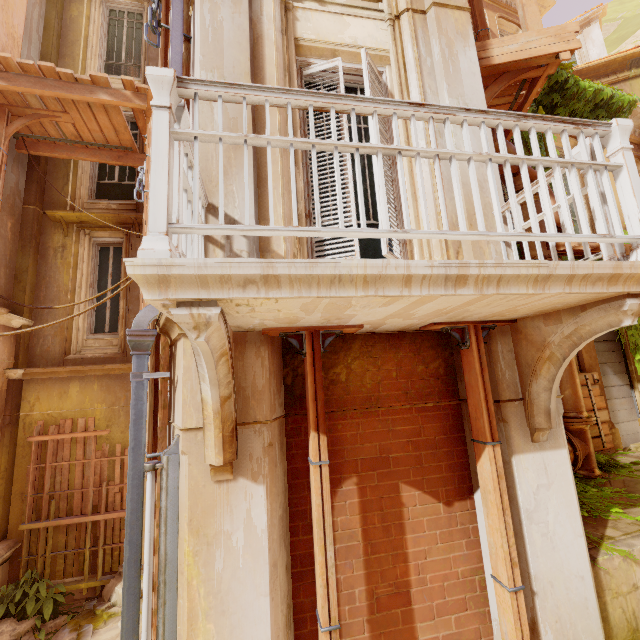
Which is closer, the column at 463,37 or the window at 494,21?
the column at 463,37

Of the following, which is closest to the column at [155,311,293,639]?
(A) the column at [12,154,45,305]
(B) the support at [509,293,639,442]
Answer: (B) the support at [509,293,639,442]

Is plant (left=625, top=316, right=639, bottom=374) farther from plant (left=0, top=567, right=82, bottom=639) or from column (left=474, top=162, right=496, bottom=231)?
plant (left=0, top=567, right=82, bottom=639)

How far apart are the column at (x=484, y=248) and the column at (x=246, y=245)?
1.3m

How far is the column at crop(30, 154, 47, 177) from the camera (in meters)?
7.73

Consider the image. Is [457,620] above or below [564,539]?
below

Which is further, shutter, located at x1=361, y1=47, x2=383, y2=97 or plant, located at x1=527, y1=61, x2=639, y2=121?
plant, located at x1=527, y1=61, x2=639, y2=121

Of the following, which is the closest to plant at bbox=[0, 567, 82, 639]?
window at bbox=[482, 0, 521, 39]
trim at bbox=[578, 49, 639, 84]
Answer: window at bbox=[482, 0, 521, 39]
